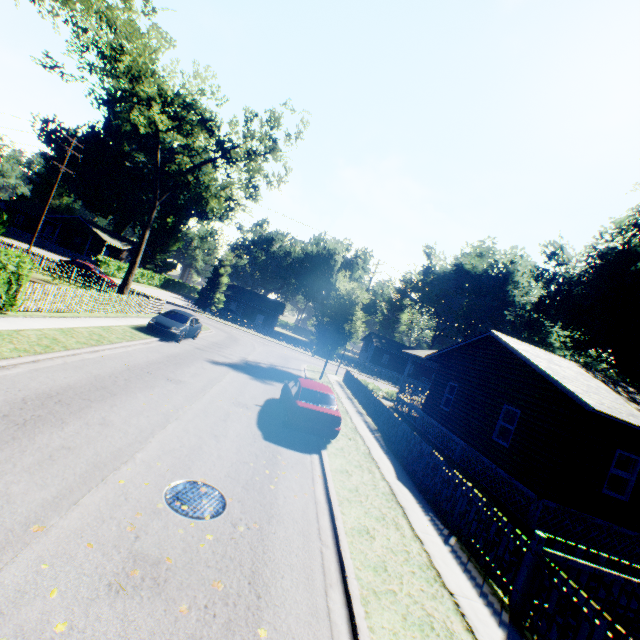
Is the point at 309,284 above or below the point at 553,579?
above

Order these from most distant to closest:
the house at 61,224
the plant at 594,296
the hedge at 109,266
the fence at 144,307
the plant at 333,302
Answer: the house at 61,224 < the hedge at 109,266 < the plant at 594,296 < the plant at 333,302 < the fence at 144,307

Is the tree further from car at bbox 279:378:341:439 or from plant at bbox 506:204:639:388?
plant at bbox 506:204:639:388

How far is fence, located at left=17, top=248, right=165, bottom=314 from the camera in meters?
13.9

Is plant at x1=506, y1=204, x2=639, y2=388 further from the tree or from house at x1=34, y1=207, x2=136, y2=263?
house at x1=34, y1=207, x2=136, y2=263

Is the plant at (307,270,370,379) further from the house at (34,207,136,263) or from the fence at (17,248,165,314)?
the house at (34,207,136,263)

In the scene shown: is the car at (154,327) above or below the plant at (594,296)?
below

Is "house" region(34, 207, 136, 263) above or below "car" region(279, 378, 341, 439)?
above
